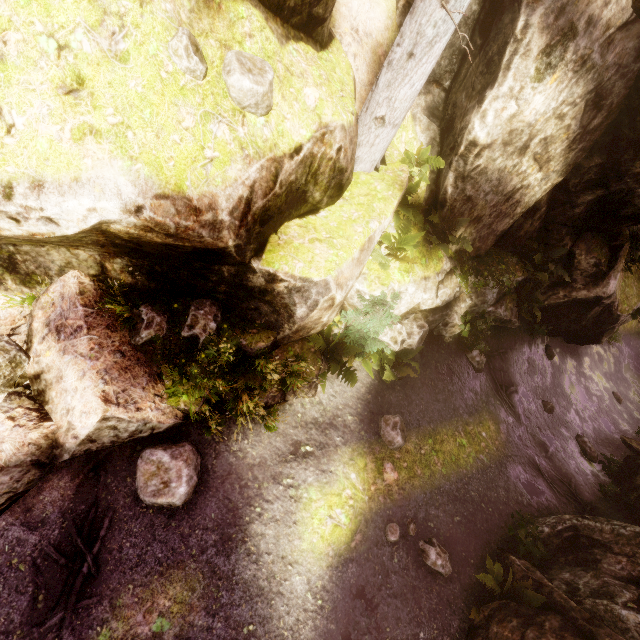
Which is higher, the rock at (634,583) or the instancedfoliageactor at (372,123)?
the instancedfoliageactor at (372,123)

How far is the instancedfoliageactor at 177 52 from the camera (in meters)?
3.30

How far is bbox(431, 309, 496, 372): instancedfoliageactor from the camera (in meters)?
9.57

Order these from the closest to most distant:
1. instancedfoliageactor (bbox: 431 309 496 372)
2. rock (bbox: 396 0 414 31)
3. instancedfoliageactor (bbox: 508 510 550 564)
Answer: rock (bbox: 396 0 414 31) < instancedfoliageactor (bbox: 508 510 550 564) < instancedfoliageactor (bbox: 431 309 496 372)

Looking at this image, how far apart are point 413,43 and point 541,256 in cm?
768
